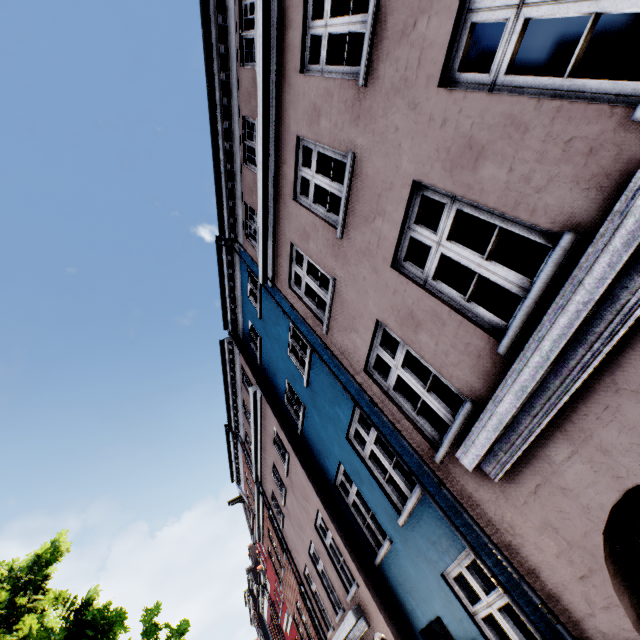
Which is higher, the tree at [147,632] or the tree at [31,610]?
the tree at [31,610]

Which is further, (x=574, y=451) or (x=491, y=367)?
(x=491, y=367)

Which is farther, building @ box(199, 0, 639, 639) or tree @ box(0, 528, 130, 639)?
tree @ box(0, 528, 130, 639)

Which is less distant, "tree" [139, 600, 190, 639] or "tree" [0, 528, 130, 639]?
"tree" [0, 528, 130, 639]

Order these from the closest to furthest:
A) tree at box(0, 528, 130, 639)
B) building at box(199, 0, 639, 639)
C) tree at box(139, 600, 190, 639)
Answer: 1. building at box(199, 0, 639, 639)
2. tree at box(0, 528, 130, 639)
3. tree at box(139, 600, 190, 639)

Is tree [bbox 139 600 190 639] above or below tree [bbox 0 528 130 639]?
below

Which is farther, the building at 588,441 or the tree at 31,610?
the tree at 31,610
